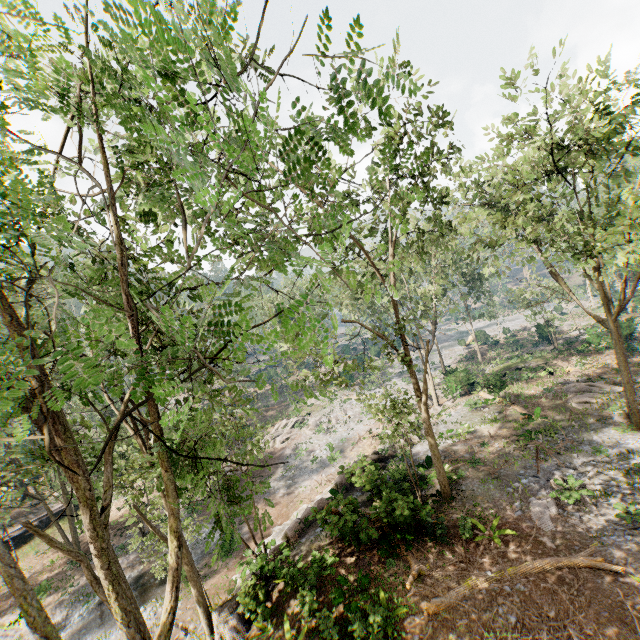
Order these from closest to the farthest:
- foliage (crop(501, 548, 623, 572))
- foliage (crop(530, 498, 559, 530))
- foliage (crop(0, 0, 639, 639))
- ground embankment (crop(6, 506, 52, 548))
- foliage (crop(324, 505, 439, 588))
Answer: foliage (crop(0, 0, 639, 639)), foliage (crop(501, 548, 623, 572)), foliage (crop(324, 505, 439, 588)), foliage (crop(530, 498, 559, 530)), ground embankment (crop(6, 506, 52, 548))

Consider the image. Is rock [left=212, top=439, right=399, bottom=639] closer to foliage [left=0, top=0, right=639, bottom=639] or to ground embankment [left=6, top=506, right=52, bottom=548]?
foliage [left=0, top=0, right=639, bottom=639]

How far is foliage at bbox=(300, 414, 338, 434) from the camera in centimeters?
3550cm

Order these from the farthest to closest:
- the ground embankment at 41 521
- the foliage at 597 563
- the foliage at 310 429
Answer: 1. the foliage at 310 429
2. the ground embankment at 41 521
3. the foliage at 597 563

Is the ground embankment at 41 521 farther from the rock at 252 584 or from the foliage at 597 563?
the rock at 252 584

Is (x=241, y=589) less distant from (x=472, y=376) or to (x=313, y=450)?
(x=313, y=450)
